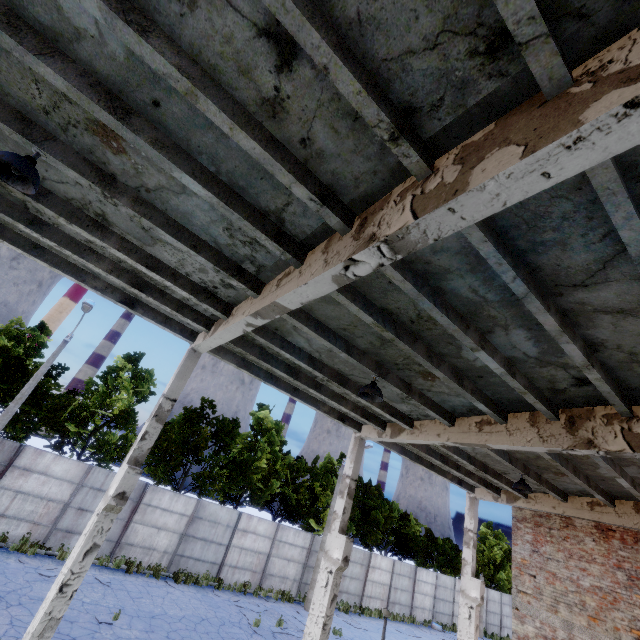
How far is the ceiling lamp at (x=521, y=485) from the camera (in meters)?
9.34

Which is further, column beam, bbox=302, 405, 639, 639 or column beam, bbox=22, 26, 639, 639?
column beam, bbox=302, 405, 639, 639

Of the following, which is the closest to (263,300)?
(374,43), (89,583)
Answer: (374,43)

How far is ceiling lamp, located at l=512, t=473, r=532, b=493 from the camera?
9.34m

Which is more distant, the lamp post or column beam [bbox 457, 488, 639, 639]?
the lamp post

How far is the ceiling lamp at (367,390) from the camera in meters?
6.5 m

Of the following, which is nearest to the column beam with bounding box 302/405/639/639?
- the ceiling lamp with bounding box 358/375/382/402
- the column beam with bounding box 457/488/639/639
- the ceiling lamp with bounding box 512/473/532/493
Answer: the ceiling lamp with bounding box 358/375/382/402

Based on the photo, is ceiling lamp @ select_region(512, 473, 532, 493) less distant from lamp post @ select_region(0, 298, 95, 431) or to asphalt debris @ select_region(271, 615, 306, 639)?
asphalt debris @ select_region(271, 615, 306, 639)
